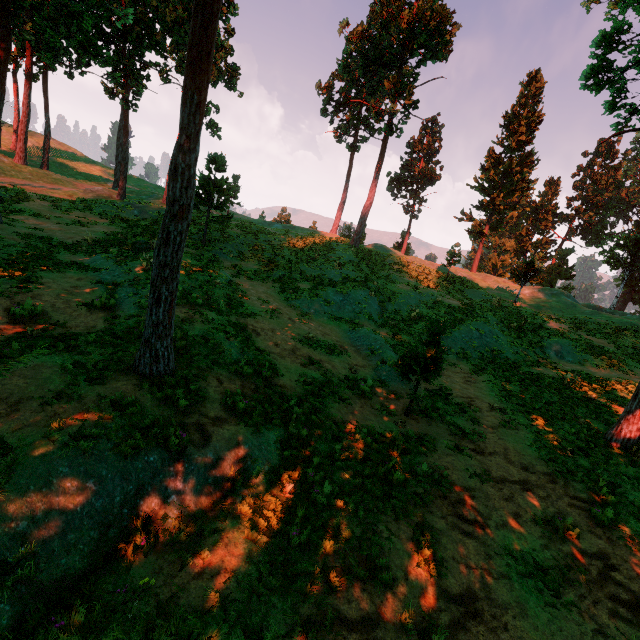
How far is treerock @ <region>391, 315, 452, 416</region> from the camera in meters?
10.1

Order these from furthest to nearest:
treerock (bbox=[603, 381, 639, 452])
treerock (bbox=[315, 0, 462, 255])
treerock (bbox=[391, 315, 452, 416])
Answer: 1. treerock (bbox=[315, 0, 462, 255])
2. treerock (bbox=[603, 381, 639, 452])
3. treerock (bbox=[391, 315, 452, 416])

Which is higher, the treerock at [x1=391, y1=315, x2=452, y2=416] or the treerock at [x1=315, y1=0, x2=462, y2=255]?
the treerock at [x1=315, y1=0, x2=462, y2=255]

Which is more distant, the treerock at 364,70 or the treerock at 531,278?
the treerock at 364,70

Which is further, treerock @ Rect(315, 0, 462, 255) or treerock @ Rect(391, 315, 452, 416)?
treerock @ Rect(315, 0, 462, 255)

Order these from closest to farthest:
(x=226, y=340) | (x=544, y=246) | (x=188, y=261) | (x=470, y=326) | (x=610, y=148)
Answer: (x=226, y=340) < (x=188, y=261) < (x=470, y=326) < (x=610, y=148) < (x=544, y=246)
